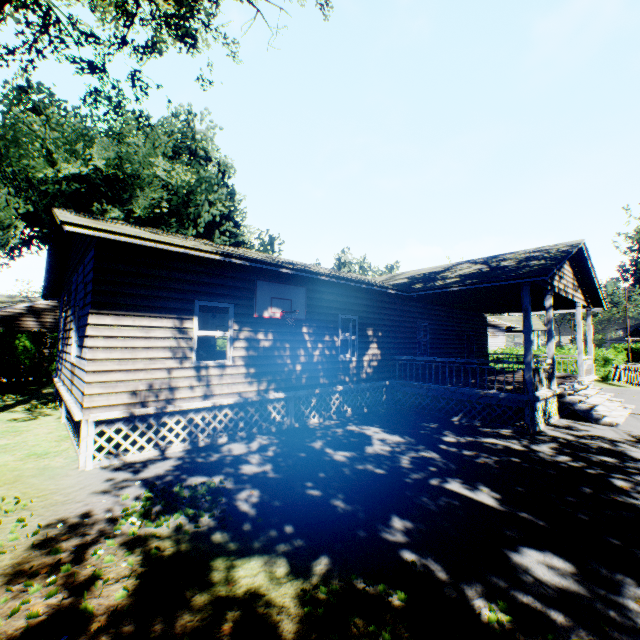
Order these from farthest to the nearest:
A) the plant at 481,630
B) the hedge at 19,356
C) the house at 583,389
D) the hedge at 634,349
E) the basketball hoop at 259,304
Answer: the hedge at 634,349 < the hedge at 19,356 < the basketball hoop at 259,304 < the house at 583,389 < the plant at 481,630

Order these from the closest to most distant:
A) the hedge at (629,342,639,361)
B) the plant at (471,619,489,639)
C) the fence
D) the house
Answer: the plant at (471,619,489,639)
the house
the fence
the hedge at (629,342,639,361)

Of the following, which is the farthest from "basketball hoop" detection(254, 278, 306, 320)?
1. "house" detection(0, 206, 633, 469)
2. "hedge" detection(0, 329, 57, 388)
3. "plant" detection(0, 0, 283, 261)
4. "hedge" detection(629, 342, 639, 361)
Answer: "hedge" detection(629, 342, 639, 361)

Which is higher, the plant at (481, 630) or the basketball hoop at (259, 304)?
the basketball hoop at (259, 304)

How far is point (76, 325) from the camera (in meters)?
8.71

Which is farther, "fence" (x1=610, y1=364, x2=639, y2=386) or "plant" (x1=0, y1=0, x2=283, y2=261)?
"fence" (x1=610, y1=364, x2=639, y2=386)

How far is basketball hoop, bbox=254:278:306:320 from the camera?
8.7m

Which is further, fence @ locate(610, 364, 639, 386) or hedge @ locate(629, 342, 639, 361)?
hedge @ locate(629, 342, 639, 361)
